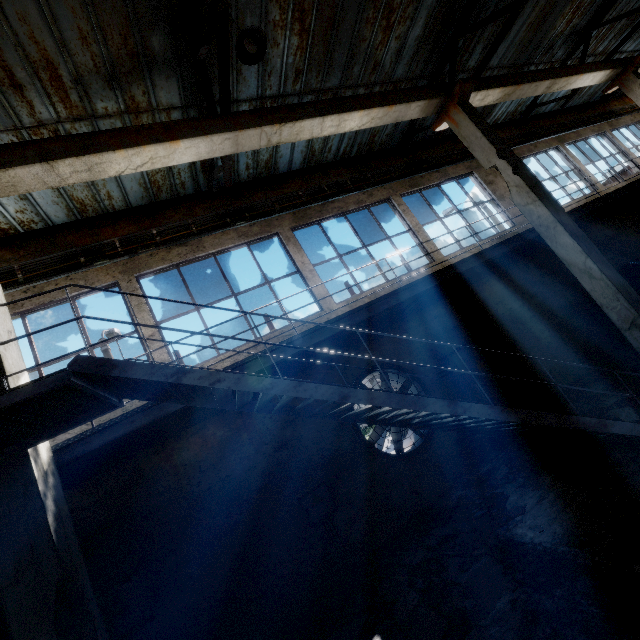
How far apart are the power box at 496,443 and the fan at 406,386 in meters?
0.5 m

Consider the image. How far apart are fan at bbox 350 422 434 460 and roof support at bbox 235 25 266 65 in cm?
611

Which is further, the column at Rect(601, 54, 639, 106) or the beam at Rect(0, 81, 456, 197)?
the column at Rect(601, 54, 639, 106)

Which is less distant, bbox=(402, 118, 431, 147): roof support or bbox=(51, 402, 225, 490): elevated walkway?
bbox=(51, 402, 225, 490): elevated walkway

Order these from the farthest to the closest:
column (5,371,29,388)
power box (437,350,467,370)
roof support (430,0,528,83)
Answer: power box (437,350,467,370) → roof support (430,0,528,83) → column (5,371,29,388)

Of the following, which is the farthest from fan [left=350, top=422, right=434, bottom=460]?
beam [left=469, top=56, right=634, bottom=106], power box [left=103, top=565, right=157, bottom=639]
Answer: beam [left=469, top=56, right=634, bottom=106]

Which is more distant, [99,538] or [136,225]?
[136,225]

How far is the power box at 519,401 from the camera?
7.8 meters
